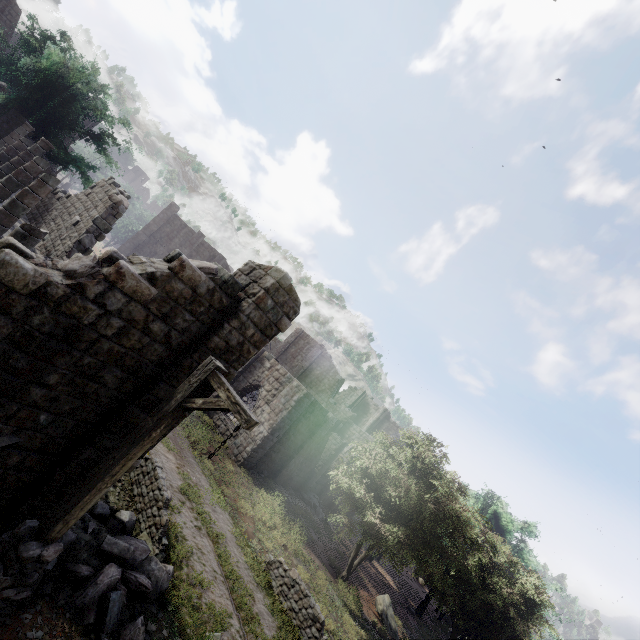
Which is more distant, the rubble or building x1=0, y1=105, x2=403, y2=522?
the rubble

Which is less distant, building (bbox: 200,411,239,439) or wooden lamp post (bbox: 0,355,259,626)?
wooden lamp post (bbox: 0,355,259,626)

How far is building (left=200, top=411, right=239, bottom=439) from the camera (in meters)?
20.25

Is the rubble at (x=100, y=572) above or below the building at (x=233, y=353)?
below

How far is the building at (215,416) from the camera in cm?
2025

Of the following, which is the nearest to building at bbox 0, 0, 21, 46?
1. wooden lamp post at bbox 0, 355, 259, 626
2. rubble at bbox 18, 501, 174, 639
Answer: rubble at bbox 18, 501, 174, 639

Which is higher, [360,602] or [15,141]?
[15,141]
